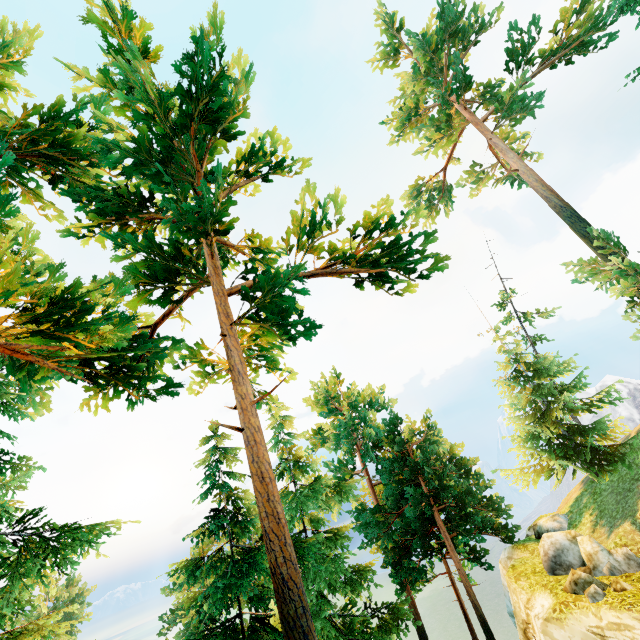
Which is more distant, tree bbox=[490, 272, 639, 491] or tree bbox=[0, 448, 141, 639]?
tree bbox=[490, 272, 639, 491]

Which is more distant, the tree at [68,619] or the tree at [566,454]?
the tree at [566,454]

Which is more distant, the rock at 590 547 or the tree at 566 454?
the tree at 566 454

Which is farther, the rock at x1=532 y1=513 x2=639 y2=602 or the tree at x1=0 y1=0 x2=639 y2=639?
the rock at x1=532 y1=513 x2=639 y2=602

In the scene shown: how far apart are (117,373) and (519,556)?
20.3 meters

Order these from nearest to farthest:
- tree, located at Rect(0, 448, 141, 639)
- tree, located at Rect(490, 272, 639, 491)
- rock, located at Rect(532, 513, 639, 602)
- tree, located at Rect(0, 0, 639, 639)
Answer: tree, located at Rect(0, 448, 141, 639) → tree, located at Rect(0, 0, 639, 639) → rock, located at Rect(532, 513, 639, 602) → tree, located at Rect(490, 272, 639, 491)
